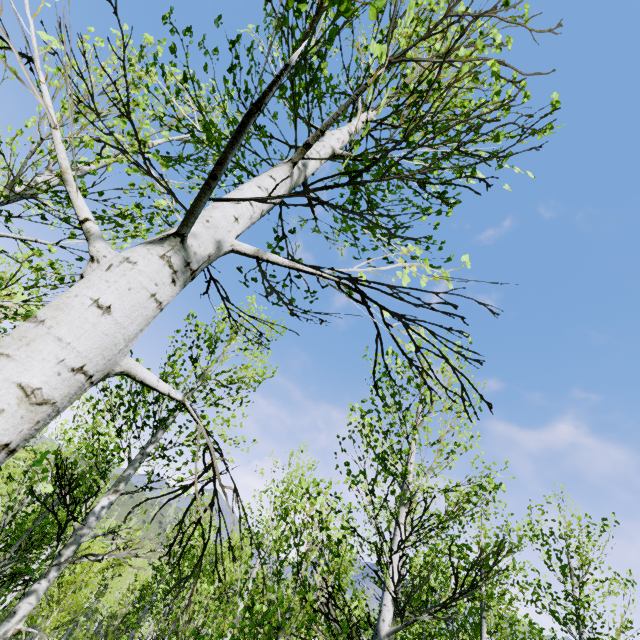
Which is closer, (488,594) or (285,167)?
(285,167)
